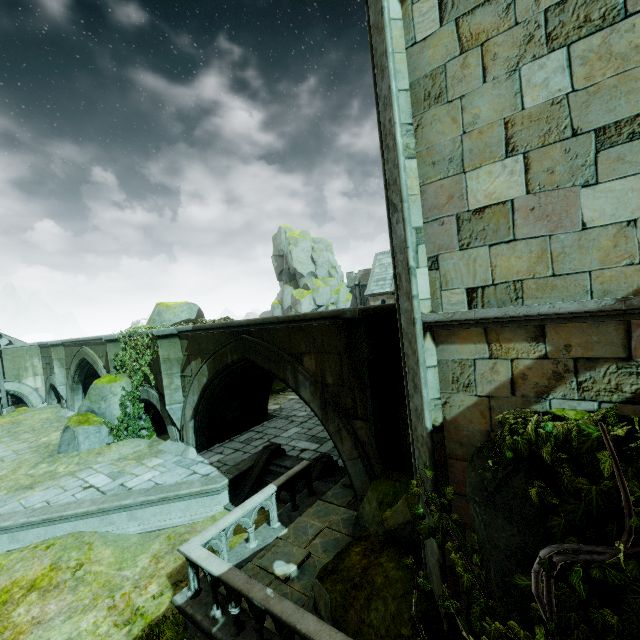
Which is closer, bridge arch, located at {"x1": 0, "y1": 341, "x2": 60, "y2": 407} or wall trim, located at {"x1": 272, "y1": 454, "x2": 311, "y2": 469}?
wall trim, located at {"x1": 272, "y1": 454, "x2": 311, "y2": 469}

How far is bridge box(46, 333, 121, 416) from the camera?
15.9 meters

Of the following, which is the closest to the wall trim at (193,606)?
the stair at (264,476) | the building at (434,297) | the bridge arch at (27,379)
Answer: the stair at (264,476)

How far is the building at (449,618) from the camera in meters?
4.3

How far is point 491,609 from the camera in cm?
349

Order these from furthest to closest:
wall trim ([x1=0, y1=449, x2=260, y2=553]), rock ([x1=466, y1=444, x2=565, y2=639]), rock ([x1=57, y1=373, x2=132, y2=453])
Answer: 1. rock ([x1=57, y1=373, x2=132, y2=453])
2. wall trim ([x1=0, y1=449, x2=260, y2=553])
3. rock ([x1=466, y1=444, x2=565, y2=639])

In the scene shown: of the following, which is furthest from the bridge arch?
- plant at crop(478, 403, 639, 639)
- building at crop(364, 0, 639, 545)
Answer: plant at crop(478, 403, 639, 639)

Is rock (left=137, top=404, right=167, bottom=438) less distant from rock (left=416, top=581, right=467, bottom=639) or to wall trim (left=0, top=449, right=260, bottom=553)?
wall trim (left=0, top=449, right=260, bottom=553)
